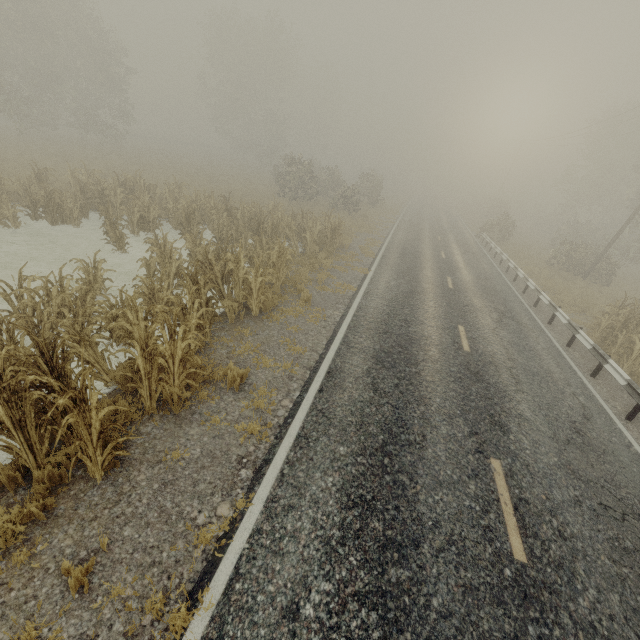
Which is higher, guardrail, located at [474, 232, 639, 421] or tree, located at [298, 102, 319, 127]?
tree, located at [298, 102, 319, 127]

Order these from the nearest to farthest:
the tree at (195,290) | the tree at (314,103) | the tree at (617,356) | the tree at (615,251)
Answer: the tree at (195,290), the tree at (617,356), the tree at (615,251), the tree at (314,103)

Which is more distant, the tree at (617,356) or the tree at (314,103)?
the tree at (314,103)

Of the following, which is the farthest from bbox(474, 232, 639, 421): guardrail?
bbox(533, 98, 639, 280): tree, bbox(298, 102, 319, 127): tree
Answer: bbox(298, 102, 319, 127): tree

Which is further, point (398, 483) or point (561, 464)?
point (561, 464)

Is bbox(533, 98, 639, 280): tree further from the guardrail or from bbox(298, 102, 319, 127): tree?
bbox(298, 102, 319, 127): tree

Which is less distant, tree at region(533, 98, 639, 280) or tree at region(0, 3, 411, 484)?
tree at region(0, 3, 411, 484)

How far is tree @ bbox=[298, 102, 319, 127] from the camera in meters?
57.4
